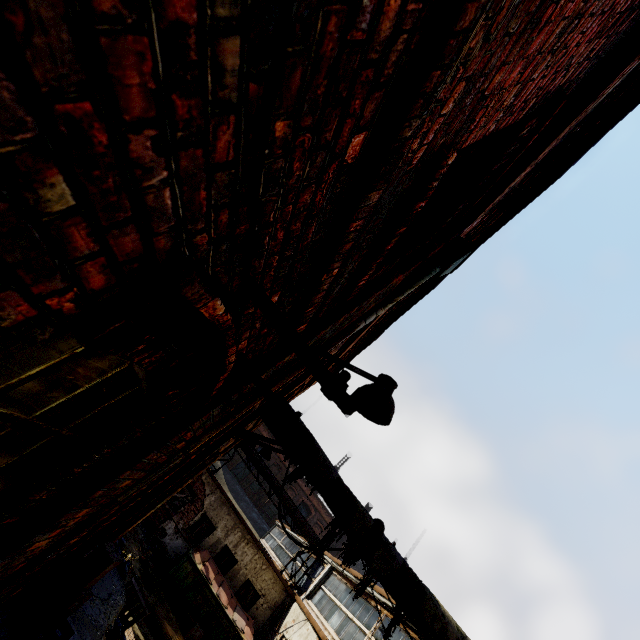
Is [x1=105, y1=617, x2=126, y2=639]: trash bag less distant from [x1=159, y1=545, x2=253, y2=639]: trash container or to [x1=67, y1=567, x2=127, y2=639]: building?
[x1=67, y1=567, x2=127, y2=639]: building

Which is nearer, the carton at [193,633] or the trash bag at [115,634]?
the trash bag at [115,634]

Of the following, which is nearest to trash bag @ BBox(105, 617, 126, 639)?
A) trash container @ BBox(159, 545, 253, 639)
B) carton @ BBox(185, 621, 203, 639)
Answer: trash container @ BBox(159, 545, 253, 639)

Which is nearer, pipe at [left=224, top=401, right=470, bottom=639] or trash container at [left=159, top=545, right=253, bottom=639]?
pipe at [left=224, top=401, right=470, bottom=639]

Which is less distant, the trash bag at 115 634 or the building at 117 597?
the building at 117 597

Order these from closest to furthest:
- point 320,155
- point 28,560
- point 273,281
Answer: point 320,155 < point 273,281 < point 28,560

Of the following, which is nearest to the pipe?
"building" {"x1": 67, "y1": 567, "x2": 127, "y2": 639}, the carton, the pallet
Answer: "building" {"x1": 67, "y1": 567, "x2": 127, "y2": 639}

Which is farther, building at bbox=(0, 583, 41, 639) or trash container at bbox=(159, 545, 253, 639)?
trash container at bbox=(159, 545, 253, 639)
